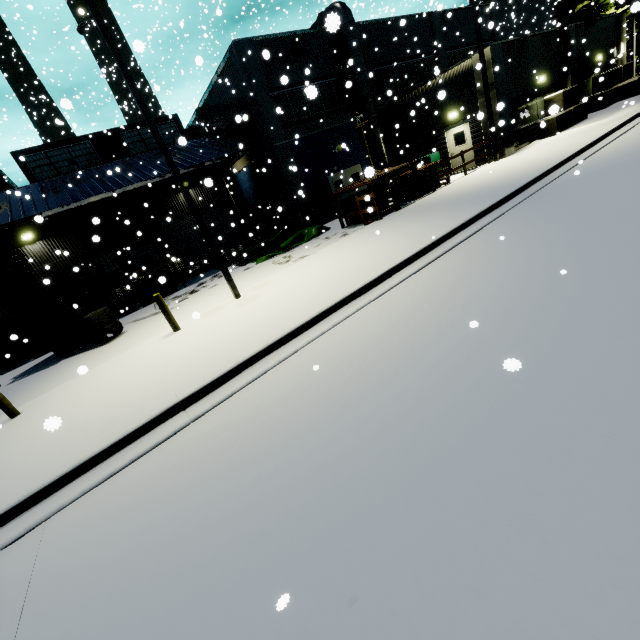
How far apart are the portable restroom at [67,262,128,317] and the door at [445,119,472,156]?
20.08m

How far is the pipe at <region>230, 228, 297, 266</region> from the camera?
17.09m

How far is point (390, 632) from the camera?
1.94m

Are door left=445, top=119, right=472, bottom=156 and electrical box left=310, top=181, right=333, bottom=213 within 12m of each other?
yes

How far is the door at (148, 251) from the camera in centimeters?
2164cm

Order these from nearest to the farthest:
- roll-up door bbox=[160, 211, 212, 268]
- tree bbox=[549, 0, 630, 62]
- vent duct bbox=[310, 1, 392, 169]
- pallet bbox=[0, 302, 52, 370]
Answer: pallet bbox=[0, 302, 52, 370]
vent duct bbox=[310, 1, 392, 169]
roll-up door bbox=[160, 211, 212, 268]
tree bbox=[549, 0, 630, 62]

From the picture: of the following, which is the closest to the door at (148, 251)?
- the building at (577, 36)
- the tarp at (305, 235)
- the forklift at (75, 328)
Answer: the building at (577, 36)

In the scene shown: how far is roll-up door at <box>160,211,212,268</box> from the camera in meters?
22.7
